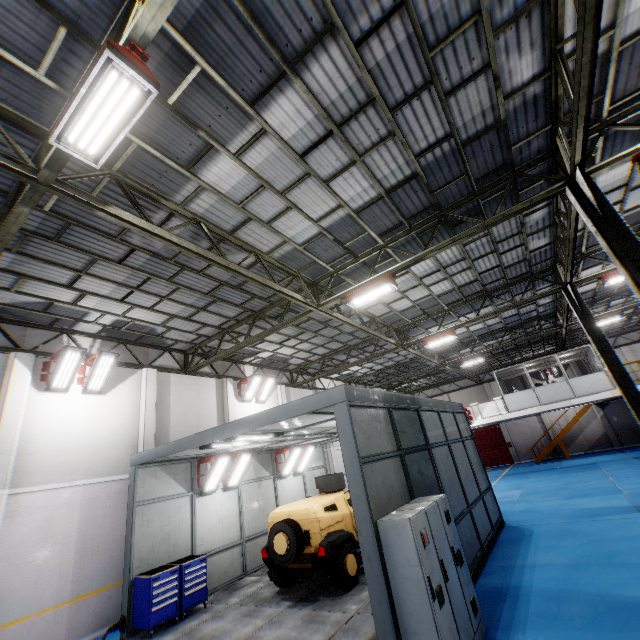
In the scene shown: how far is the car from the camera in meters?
8.2

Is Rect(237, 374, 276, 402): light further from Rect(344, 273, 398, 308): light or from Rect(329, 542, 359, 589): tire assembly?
Rect(329, 542, 359, 589): tire assembly

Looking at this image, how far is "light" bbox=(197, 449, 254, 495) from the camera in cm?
1091

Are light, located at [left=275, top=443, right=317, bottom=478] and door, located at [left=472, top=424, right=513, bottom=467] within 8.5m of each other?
no

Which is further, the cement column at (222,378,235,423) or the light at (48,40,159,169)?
the cement column at (222,378,235,423)

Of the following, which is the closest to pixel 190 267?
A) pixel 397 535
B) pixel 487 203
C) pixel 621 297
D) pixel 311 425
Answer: pixel 311 425

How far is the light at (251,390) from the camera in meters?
16.5 m

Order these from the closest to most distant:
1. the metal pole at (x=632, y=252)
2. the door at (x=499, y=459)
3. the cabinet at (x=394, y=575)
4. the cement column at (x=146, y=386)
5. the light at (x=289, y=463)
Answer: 1. the cabinet at (x=394, y=575)
2. the metal pole at (x=632, y=252)
3. the cement column at (x=146, y=386)
4. the light at (x=289, y=463)
5. the door at (x=499, y=459)
